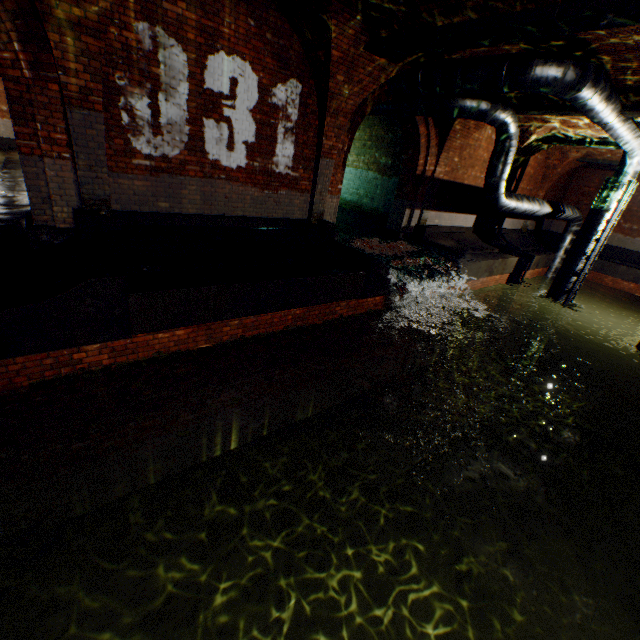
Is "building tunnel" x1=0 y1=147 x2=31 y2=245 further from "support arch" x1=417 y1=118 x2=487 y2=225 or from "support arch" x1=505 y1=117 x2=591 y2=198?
"support arch" x1=505 y1=117 x2=591 y2=198

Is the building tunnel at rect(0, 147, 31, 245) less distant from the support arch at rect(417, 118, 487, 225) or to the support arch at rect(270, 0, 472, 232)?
the support arch at rect(270, 0, 472, 232)

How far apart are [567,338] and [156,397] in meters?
21.8

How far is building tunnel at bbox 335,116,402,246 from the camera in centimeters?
1173cm

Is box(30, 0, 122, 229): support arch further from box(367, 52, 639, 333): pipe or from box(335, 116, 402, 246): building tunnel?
box(367, 52, 639, 333): pipe

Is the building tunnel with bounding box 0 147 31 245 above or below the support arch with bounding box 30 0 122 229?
below

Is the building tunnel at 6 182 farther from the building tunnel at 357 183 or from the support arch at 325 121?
the support arch at 325 121

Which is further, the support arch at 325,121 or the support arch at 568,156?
the support arch at 568,156
